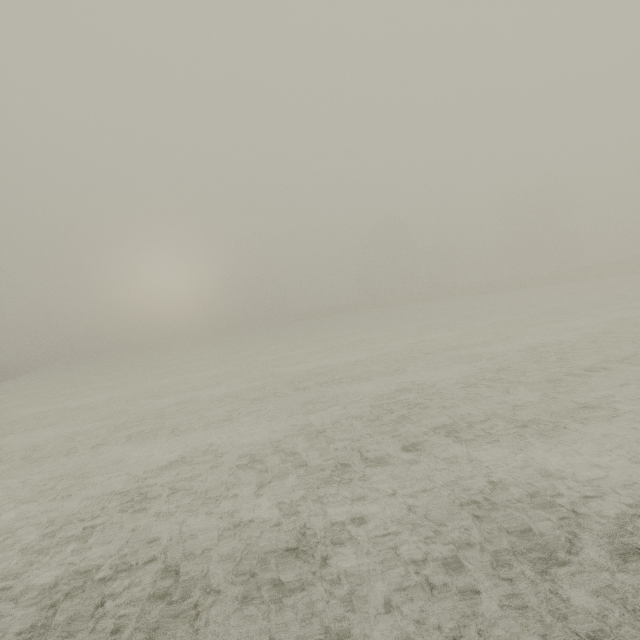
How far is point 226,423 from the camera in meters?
7.7 m
